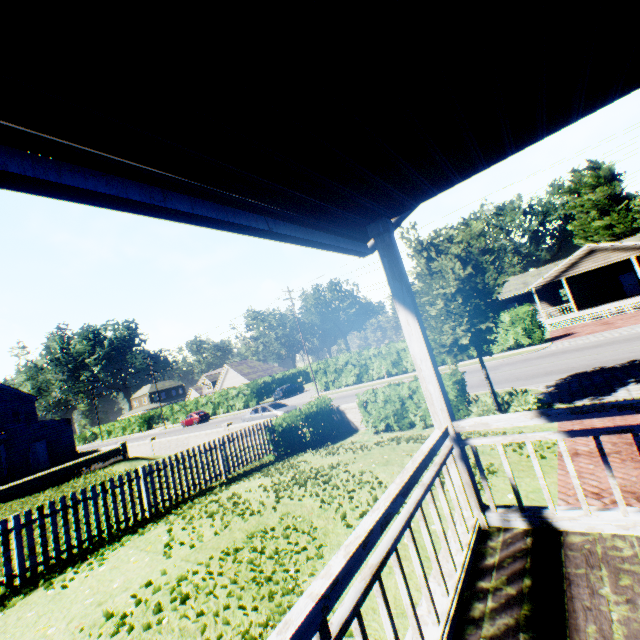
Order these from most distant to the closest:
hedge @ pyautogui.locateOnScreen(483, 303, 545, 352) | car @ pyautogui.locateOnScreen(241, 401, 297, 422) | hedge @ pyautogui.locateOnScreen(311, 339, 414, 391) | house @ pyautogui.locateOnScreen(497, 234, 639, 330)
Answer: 1. hedge @ pyautogui.locateOnScreen(311, 339, 414, 391)
2. house @ pyautogui.locateOnScreen(497, 234, 639, 330)
3. hedge @ pyautogui.locateOnScreen(483, 303, 545, 352)
4. car @ pyautogui.locateOnScreen(241, 401, 297, 422)

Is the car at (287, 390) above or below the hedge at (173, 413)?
below

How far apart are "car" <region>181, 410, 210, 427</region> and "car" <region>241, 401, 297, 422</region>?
20.54m

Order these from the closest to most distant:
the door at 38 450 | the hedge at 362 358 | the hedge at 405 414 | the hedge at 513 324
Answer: the hedge at 405 414, the hedge at 513 324, the door at 38 450, the hedge at 362 358

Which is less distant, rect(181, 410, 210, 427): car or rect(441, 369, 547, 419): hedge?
rect(441, 369, 547, 419): hedge

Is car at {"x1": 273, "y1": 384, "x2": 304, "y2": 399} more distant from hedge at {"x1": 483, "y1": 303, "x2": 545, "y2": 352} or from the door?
the door

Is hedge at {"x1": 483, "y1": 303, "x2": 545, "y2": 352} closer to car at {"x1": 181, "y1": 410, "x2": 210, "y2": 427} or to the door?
car at {"x1": 181, "y1": 410, "x2": 210, "y2": 427}

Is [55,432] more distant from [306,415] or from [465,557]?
[465,557]
